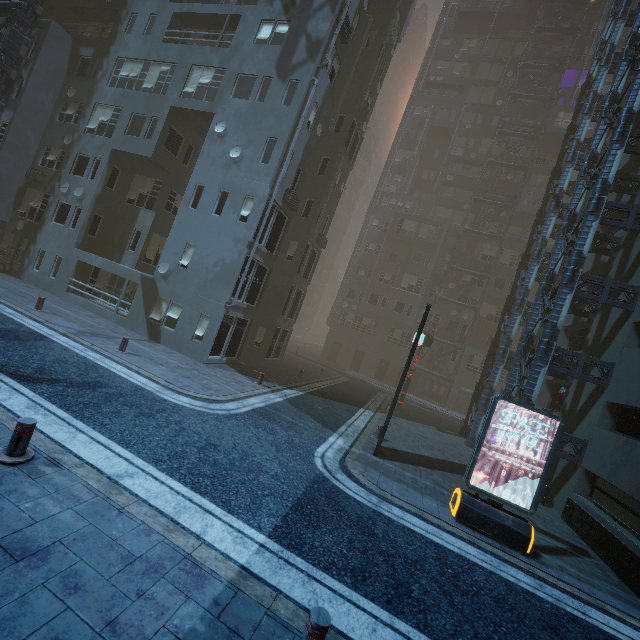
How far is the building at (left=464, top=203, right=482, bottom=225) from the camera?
35.8m

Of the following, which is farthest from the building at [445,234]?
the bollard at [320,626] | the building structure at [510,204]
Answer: the bollard at [320,626]

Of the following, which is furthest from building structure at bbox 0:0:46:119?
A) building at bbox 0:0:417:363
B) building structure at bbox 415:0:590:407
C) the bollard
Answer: building structure at bbox 415:0:590:407

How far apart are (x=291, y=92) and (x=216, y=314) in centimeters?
1128cm

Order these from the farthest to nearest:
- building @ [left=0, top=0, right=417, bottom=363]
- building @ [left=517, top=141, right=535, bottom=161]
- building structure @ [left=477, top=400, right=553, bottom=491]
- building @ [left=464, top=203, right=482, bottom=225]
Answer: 1. building @ [left=464, top=203, right=482, bottom=225]
2. building @ [left=517, top=141, right=535, bottom=161]
3. building @ [left=0, top=0, right=417, bottom=363]
4. building structure @ [left=477, top=400, right=553, bottom=491]

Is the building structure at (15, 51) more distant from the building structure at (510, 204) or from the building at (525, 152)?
the building structure at (510, 204)

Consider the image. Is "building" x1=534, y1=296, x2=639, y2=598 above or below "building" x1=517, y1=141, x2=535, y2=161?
below
